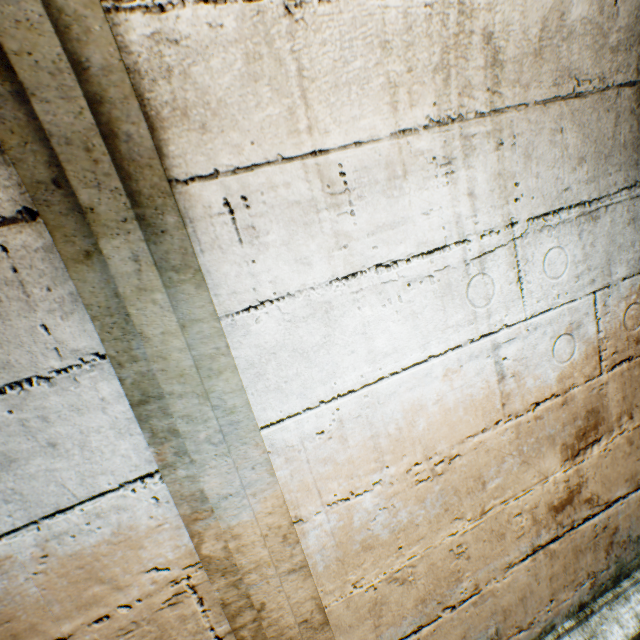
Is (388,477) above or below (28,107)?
below
